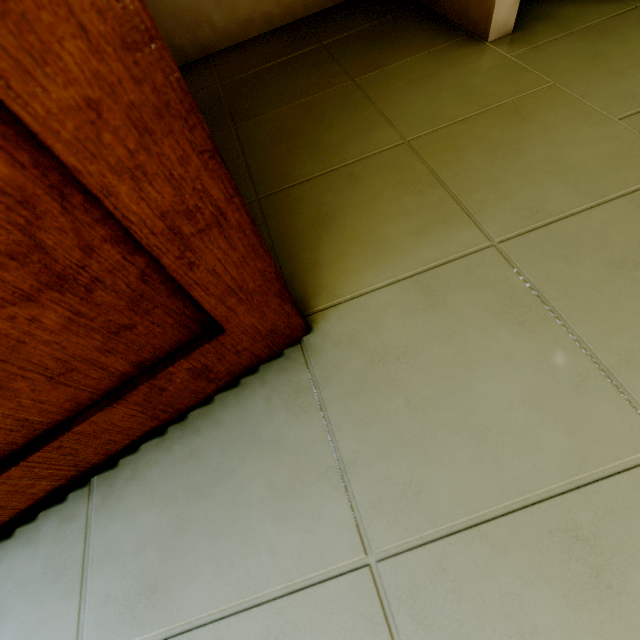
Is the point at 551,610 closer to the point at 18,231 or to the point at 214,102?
the point at 18,231
